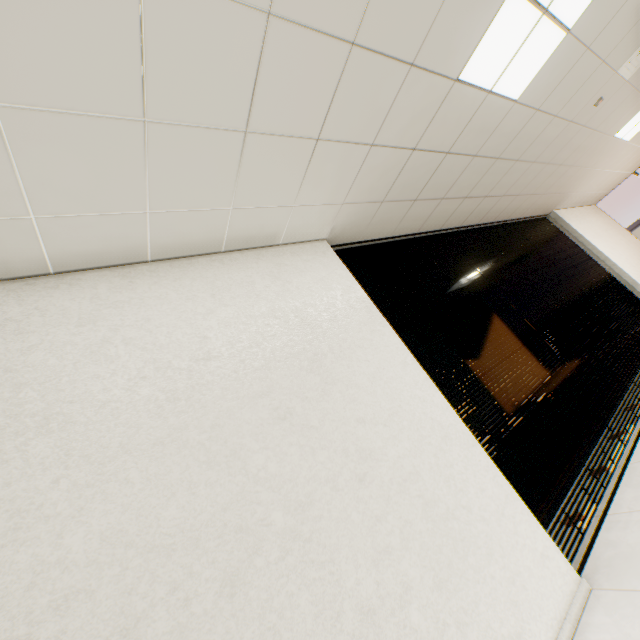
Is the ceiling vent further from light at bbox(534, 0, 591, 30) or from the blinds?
the blinds

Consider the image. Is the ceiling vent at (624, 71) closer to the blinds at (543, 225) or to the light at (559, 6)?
the light at (559, 6)

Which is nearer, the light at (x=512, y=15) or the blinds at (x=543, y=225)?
the light at (x=512, y=15)

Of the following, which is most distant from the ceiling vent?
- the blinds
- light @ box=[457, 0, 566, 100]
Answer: the blinds

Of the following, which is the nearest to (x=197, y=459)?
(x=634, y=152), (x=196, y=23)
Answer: (x=196, y=23)

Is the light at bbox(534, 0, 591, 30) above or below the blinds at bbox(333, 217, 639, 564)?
above

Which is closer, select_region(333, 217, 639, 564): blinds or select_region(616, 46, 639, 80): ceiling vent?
select_region(333, 217, 639, 564): blinds
